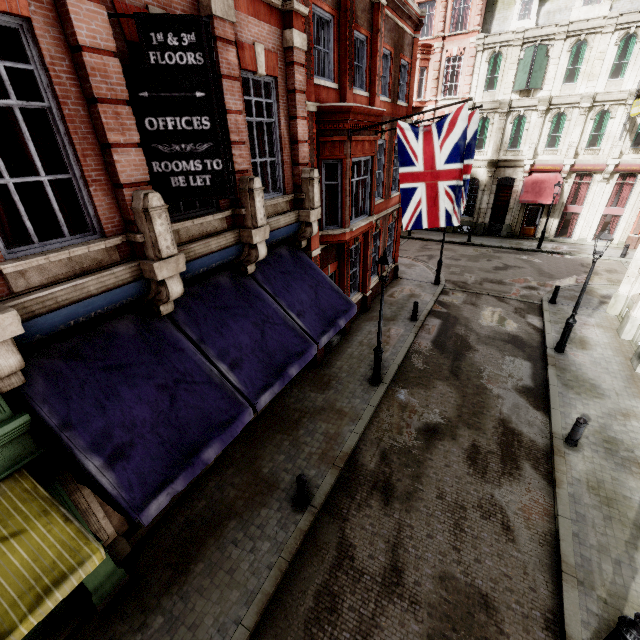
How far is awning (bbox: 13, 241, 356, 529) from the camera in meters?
4.6

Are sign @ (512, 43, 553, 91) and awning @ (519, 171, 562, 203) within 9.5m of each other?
yes

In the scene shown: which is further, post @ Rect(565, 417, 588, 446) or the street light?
post @ Rect(565, 417, 588, 446)

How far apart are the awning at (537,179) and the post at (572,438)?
21.1 meters

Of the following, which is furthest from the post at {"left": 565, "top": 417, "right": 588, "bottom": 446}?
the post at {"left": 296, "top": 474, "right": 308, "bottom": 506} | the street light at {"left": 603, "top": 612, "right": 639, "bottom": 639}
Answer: the post at {"left": 296, "top": 474, "right": 308, "bottom": 506}

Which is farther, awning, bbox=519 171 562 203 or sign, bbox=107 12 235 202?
awning, bbox=519 171 562 203

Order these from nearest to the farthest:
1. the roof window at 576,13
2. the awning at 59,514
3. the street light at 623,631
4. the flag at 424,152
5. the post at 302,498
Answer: the awning at 59,514, the street light at 623,631, the post at 302,498, the flag at 424,152, the roof window at 576,13

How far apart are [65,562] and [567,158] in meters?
31.8
